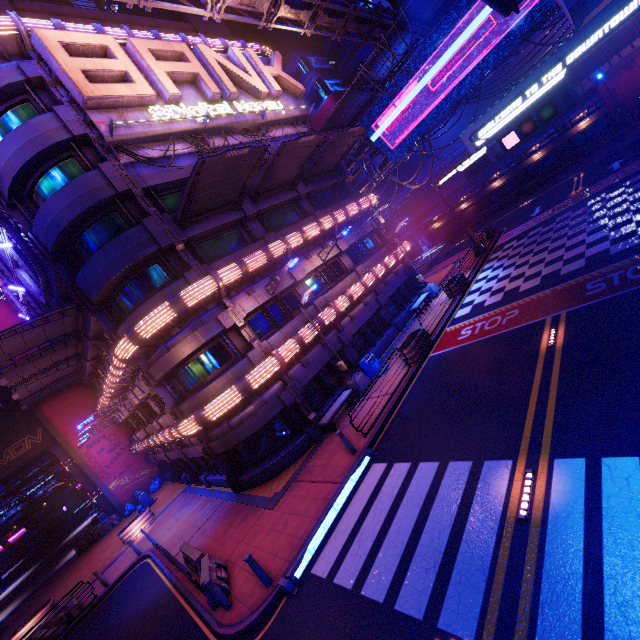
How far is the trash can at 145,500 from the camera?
26.0m

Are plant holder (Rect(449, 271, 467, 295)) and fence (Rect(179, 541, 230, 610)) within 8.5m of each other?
no

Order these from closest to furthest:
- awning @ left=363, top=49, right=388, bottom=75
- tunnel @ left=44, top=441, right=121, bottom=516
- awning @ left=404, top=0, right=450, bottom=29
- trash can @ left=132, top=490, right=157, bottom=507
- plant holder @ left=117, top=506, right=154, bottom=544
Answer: awning @ left=404, top=0, right=450, bottom=29 → awning @ left=363, top=49, right=388, bottom=75 → plant holder @ left=117, top=506, right=154, bottom=544 → trash can @ left=132, top=490, right=157, bottom=507 → tunnel @ left=44, top=441, right=121, bottom=516

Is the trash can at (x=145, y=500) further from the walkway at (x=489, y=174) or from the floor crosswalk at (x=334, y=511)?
the walkway at (x=489, y=174)

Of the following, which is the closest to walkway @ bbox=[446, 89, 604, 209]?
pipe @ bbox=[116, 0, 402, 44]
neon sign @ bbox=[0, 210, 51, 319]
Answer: pipe @ bbox=[116, 0, 402, 44]

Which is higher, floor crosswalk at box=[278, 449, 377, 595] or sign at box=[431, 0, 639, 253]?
sign at box=[431, 0, 639, 253]

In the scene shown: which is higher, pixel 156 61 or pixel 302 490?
pixel 156 61

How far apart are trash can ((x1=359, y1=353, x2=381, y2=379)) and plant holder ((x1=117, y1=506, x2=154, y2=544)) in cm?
1804
